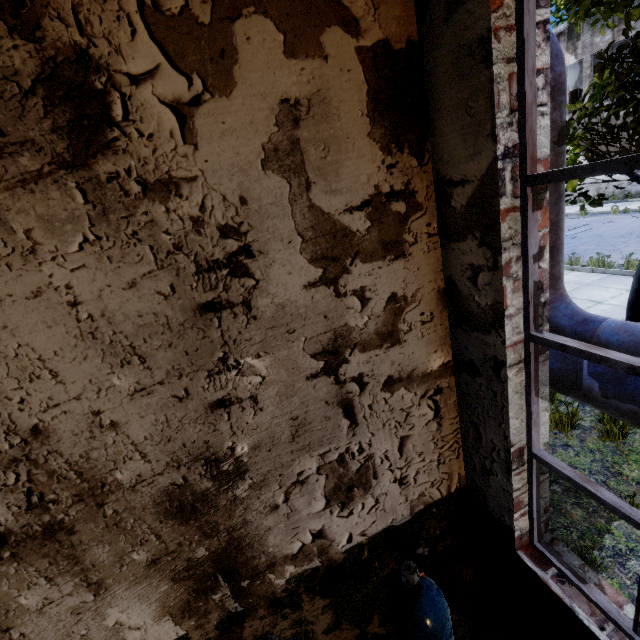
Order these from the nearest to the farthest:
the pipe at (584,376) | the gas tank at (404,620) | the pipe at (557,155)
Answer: the gas tank at (404,620), the pipe at (584,376), the pipe at (557,155)

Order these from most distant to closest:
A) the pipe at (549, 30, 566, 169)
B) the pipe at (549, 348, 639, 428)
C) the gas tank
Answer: the pipe at (549, 30, 566, 169)
the pipe at (549, 348, 639, 428)
the gas tank

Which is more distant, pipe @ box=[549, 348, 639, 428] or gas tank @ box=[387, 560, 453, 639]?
pipe @ box=[549, 348, 639, 428]

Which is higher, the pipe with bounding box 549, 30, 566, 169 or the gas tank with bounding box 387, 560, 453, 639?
the pipe with bounding box 549, 30, 566, 169

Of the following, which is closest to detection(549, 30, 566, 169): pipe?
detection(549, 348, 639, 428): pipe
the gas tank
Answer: detection(549, 348, 639, 428): pipe

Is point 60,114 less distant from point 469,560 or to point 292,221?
point 292,221

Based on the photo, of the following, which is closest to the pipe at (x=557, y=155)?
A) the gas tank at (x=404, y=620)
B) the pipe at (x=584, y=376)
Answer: the pipe at (x=584, y=376)

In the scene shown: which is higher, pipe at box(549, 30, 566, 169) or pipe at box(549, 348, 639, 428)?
pipe at box(549, 30, 566, 169)
